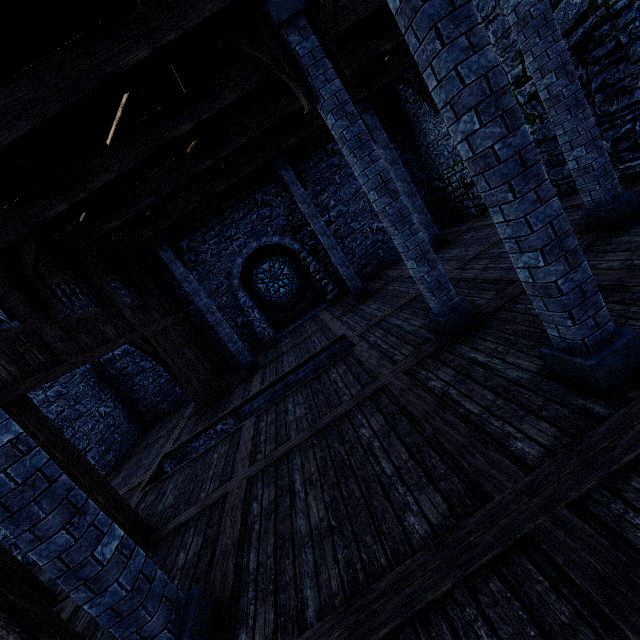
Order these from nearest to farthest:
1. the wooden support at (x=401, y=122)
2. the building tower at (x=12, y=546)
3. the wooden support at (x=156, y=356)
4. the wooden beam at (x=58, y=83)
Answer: the wooden beam at (x=58, y=83) → the building tower at (x=12, y=546) → the wooden support at (x=156, y=356) → the wooden support at (x=401, y=122)

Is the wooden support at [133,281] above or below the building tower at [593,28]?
above

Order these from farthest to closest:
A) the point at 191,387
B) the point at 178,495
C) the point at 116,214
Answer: the point at 191,387 → the point at 116,214 → the point at 178,495

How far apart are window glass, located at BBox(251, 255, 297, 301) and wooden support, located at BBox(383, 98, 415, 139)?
6.62m

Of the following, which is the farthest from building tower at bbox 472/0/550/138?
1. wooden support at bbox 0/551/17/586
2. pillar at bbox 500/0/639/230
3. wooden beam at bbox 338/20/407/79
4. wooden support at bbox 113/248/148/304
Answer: wooden support at bbox 0/551/17/586

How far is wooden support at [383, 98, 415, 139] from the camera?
12.5 meters

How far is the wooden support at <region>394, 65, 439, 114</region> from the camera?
10.32m

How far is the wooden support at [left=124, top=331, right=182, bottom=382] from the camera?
8.2m
